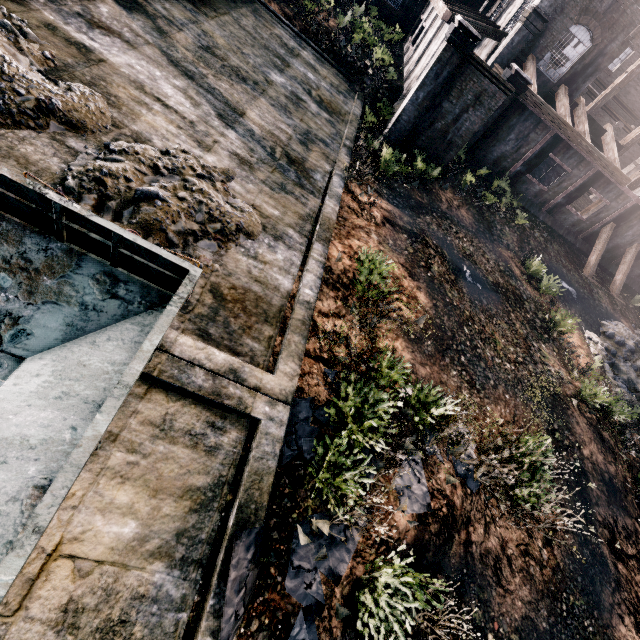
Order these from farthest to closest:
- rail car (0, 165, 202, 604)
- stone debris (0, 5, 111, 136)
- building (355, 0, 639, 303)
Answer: building (355, 0, 639, 303)
stone debris (0, 5, 111, 136)
rail car (0, 165, 202, 604)

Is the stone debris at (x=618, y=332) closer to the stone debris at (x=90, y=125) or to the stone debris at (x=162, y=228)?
the stone debris at (x=162, y=228)

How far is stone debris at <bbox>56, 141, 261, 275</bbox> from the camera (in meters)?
7.00

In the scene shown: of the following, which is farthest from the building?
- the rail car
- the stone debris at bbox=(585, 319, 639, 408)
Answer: the rail car

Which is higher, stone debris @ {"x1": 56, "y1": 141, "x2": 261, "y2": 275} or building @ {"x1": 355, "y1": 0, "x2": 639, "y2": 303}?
building @ {"x1": 355, "y1": 0, "x2": 639, "y2": 303}

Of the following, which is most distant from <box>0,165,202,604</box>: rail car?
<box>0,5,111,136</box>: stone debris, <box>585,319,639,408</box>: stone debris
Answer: <box>585,319,639,408</box>: stone debris

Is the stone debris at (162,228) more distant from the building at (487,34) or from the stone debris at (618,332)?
the stone debris at (618,332)

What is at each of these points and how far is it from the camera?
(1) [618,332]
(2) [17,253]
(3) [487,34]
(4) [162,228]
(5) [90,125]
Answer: (1) stone debris, 21.61m
(2) rail car, 4.42m
(3) building, 23.08m
(4) stone debris, 7.30m
(5) stone debris, 7.82m
